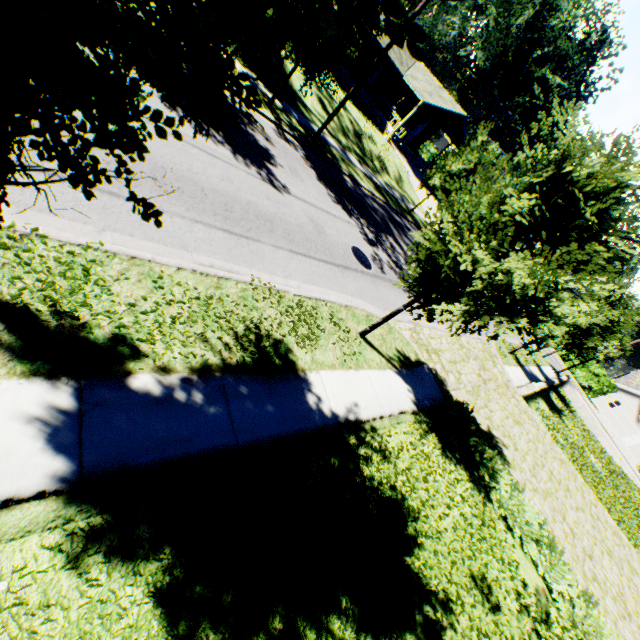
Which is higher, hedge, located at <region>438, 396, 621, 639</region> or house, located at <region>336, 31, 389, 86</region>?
house, located at <region>336, 31, 389, 86</region>

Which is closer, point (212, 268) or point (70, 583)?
point (70, 583)

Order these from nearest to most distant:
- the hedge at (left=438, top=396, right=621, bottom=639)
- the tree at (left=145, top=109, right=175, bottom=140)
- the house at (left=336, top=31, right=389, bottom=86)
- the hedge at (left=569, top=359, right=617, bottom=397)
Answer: the tree at (left=145, top=109, right=175, bottom=140) → the hedge at (left=438, top=396, right=621, bottom=639) → the house at (left=336, top=31, right=389, bottom=86) → the hedge at (left=569, top=359, right=617, bottom=397)

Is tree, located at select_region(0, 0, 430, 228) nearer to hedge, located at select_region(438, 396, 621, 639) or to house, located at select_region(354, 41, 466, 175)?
hedge, located at select_region(438, 396, 621, 639)

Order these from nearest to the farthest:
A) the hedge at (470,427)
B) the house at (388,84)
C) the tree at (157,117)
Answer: the tree at (157,117) → the hedge at (470,427) → the house at (388,84)

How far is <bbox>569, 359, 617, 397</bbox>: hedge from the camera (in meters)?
41.06

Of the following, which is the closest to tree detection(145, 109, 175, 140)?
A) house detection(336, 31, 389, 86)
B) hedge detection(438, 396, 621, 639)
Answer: hedge detection(438, 396, 621, 639)

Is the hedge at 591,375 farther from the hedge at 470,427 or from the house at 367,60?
the hedge at 470,427
